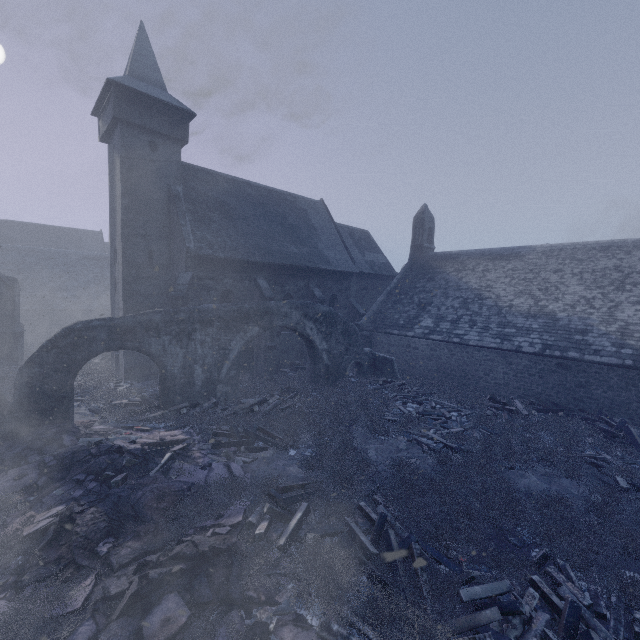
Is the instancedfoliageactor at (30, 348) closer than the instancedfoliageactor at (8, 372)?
No

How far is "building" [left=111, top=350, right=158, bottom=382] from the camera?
17.4m

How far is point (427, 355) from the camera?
20.34m

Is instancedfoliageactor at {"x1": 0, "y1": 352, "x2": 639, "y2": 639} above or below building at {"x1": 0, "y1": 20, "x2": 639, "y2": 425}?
below

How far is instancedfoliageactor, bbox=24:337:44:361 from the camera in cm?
2273

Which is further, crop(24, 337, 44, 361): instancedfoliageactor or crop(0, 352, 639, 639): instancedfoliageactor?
crop(24, 337, 44, 361): instancedfoliageactor

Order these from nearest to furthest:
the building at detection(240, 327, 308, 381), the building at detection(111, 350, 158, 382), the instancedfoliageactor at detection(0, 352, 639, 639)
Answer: the instancedfoliageactor at detection(0, 352, 639, 639) → the building at detection(111, 350, 158, 382) → the building at detection(240, 327, 308, 381)

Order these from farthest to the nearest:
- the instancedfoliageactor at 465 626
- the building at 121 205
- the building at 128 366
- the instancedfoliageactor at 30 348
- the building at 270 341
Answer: the instancedfoliageactor at 30 348 < the building at 270 341 < the building at 128 366 < the building at 121 205 < the instancedfoliageactor at 465 626
